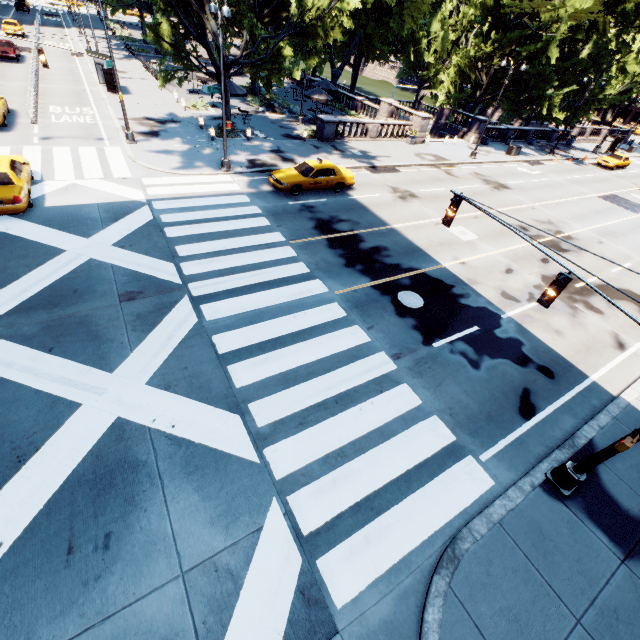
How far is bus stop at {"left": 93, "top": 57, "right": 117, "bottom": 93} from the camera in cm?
2627

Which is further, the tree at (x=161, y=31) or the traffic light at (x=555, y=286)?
the tree at (x=161, y=31)

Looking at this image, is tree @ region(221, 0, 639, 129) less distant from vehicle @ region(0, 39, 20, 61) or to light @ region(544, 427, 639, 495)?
light @ region(544, 427, 639, 495)

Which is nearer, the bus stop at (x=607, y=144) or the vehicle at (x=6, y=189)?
the vehicle at (x=6, y=189)

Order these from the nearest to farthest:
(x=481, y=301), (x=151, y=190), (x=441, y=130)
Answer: (x=481, y=301) → (x=151, y=190) → (x=441, y=130)

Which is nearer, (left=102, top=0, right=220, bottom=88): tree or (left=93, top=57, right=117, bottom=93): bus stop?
(left=102, top=0, right=220, bottom=88): tree

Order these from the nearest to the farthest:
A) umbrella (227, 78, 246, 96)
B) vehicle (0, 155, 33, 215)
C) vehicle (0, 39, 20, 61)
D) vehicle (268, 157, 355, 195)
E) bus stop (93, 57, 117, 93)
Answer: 1. vehicle (0, 155, 33, 215)
2. vehicle (268, 157, 355, 195)
3. umbrella (227, 78, 246, 96)
4. bus stop (93, 57, 117, 93)
5. vehicle (0, 39, 20, 61)

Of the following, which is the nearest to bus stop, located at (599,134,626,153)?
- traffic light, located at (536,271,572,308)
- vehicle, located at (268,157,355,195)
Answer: vehicle, located at (268,157,355,195)
